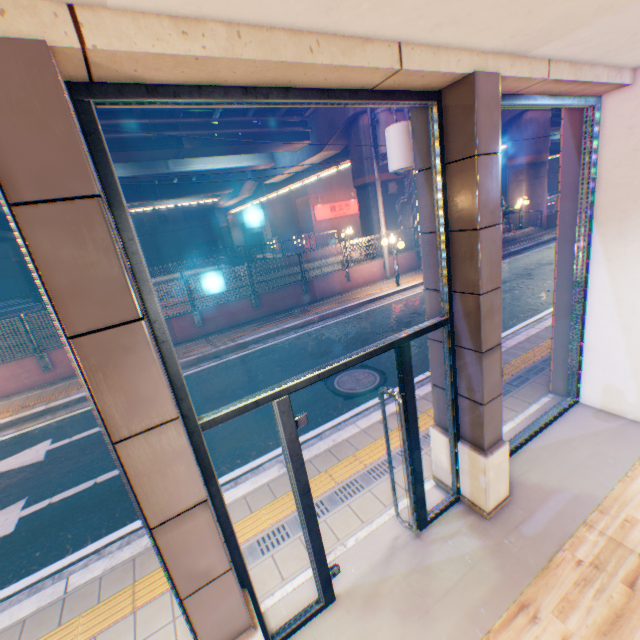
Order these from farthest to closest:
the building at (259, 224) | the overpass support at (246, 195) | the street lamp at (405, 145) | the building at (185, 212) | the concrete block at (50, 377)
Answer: the building at (259, 224)
the building at (185, 212)
the overpass support at (246, 195)
the concrete block at (50, 377)
the street lamp at (405, 145)

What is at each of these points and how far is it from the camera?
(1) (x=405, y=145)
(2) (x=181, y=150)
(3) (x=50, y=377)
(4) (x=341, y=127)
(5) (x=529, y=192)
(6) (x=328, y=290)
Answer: (1) street lamp, 3.1 meters
(2) overpass support, 15.8 meters
(3) concrete block, 10.1 meters
(4) overpass support, 16.3 meters
(5) overpass support, 23.4 meters
(6) concrete block, 14.6 meters

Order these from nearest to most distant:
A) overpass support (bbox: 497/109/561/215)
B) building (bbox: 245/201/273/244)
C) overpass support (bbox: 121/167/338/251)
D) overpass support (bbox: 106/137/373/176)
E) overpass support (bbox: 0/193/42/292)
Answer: overpass support (bbox: 106/137/373/176) < overpass support (bbox: 497/109/561/215) < overpass support (bbox: 0/193/42/292) < overpass support (bbox: 121/167/338/251) < building (bbox: 245/201/273/244)

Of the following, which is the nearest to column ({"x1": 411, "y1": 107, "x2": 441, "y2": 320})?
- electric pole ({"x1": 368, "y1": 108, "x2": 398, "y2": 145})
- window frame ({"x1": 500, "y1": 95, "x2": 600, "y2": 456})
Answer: window frame ({"x1": 500, "y1": 95, "x2": 600, "y2": 456})

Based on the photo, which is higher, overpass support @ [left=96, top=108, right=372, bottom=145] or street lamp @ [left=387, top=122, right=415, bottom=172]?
overpass support @ [left=96, top=108, right=372, bottom=145]

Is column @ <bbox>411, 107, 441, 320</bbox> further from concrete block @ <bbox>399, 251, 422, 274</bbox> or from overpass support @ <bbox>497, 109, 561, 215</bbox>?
overpass support @ <bbox>497, 109, 561, 215</bbox>

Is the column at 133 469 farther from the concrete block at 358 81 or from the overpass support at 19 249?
the overpass support at 19 249

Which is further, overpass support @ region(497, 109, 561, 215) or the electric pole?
overpass support @ region(497, 109, 561, 215)
